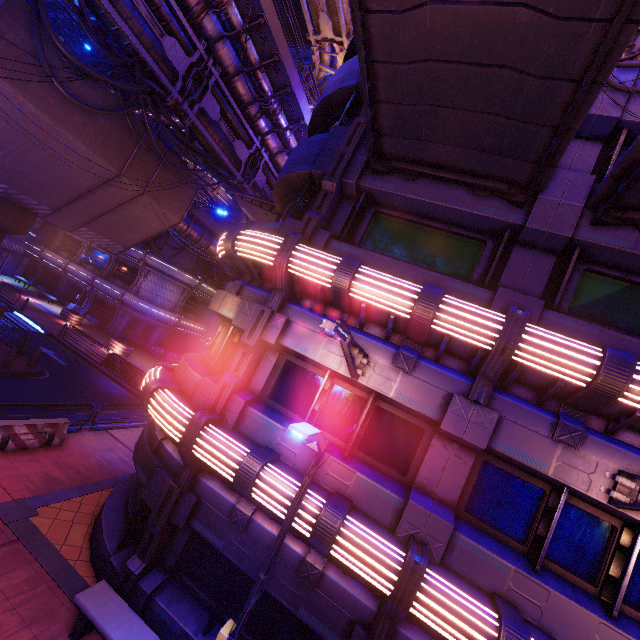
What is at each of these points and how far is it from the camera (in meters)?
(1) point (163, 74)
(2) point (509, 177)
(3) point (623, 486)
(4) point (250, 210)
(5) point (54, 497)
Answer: (1) pipe, 12.12
(2) awning, 7.04
(3) street light, 5.44
(4) awning, 17.12
(5) beam, 9.52

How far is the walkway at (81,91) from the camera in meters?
12.7

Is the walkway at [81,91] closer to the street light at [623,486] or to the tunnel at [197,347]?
the tunnel at [197,347]

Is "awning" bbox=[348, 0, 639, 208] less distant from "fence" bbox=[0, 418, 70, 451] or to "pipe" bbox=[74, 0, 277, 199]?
"pipe" bbox=[74, 0, 277, 199]

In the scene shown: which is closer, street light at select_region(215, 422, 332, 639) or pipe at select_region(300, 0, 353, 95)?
street light at select_region(215, 422, 332, 639)

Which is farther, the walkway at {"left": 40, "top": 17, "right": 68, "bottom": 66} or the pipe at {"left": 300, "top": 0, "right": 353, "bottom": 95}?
the pipe at {"left": 300, "top": 0, "right": 353, "bottom": 95}

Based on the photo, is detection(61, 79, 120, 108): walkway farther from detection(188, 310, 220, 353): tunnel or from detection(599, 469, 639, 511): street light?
detection(599, 469, 639, 511): street light

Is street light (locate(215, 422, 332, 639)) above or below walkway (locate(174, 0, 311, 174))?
below
